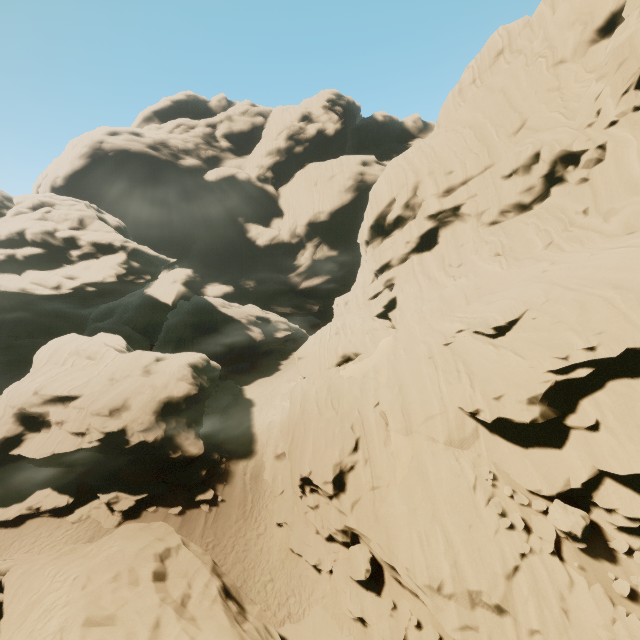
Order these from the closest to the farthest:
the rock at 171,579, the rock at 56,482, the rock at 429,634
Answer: the rock at 171,579 → the rock at 429,634 → the rock at 56,482

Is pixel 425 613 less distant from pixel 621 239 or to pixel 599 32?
pixel 621 239

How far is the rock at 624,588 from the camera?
10.6 meters

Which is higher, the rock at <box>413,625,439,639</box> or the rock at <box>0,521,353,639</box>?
the rock at <box>0,521,353,639</box>

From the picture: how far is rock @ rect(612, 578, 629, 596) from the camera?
10.62m

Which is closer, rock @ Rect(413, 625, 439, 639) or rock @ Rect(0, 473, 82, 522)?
rock @ Rect(413, 625, 439, 639)

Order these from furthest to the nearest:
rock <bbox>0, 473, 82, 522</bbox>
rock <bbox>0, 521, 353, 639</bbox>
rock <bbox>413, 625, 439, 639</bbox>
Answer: rock <bbox>0, 473, 82, 522</bbox> < rock <bbox>413, 625, 439, 639</bbox> < rock <bbox>0, 521, 353, 639</bbox>
